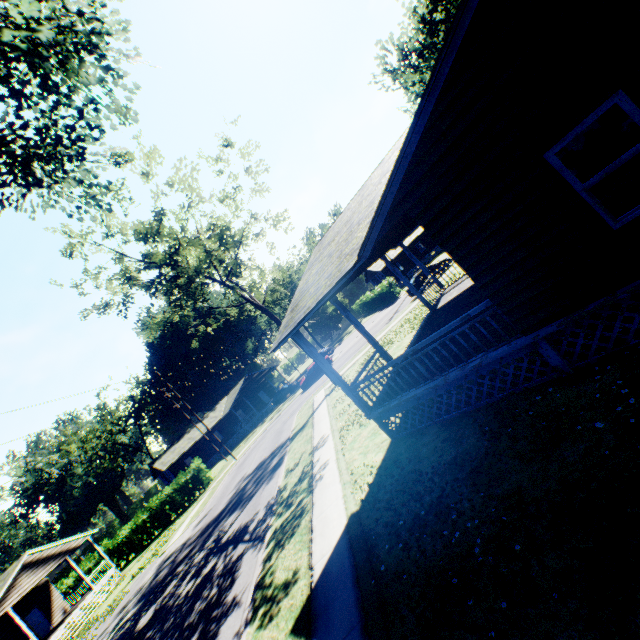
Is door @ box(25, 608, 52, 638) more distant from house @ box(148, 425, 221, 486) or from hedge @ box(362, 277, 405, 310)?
hedge @ box(362, 277, 405, 310)

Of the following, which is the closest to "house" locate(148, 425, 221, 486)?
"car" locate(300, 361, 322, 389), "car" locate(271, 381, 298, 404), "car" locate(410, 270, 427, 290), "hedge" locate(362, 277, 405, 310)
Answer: "car" locate(271, 381, 298, 404)

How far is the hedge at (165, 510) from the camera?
32.1 meters

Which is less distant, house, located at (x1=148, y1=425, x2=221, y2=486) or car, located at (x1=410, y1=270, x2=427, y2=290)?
car, located at (x1=410, y1=270, x2=427, y2=290)

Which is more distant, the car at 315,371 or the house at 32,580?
the car at 315,371

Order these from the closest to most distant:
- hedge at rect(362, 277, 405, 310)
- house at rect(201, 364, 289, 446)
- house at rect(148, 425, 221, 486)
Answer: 1. hedge at rect(362, 277, 405, 310)
2. house at rect(148, 425, 221, 486)
3. house at rect(201, 364, 289, 446)

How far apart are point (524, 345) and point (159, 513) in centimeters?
3851cm

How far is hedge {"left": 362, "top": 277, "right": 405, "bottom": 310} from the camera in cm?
4275
